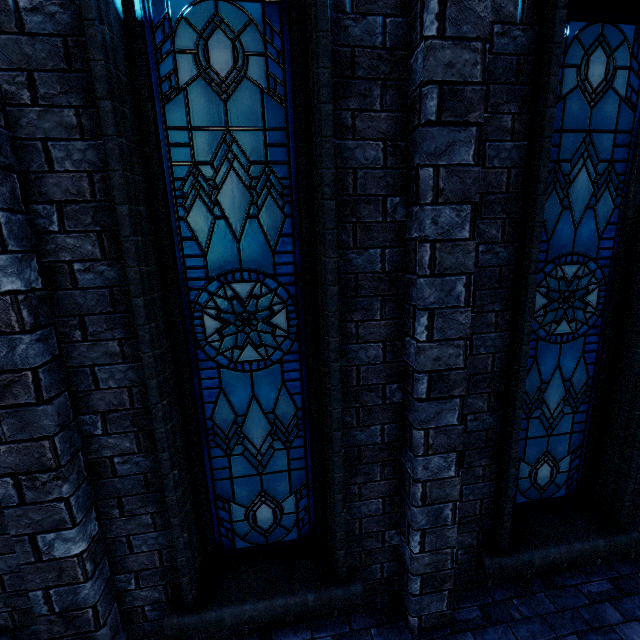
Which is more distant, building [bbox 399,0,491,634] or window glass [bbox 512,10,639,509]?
window glass [bbox 512,10,639,509]

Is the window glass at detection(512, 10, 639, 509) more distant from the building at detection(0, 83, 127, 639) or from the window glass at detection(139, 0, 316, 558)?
the window glass at detection(139, 0, 316, 558)

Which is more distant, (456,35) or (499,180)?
(499,180)

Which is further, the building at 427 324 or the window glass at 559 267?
the window glass at 559 267

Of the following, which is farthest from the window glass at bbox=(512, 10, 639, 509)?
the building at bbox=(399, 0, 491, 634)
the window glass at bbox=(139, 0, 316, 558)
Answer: the window glass at bbox=(139, 0, 316, 558)
